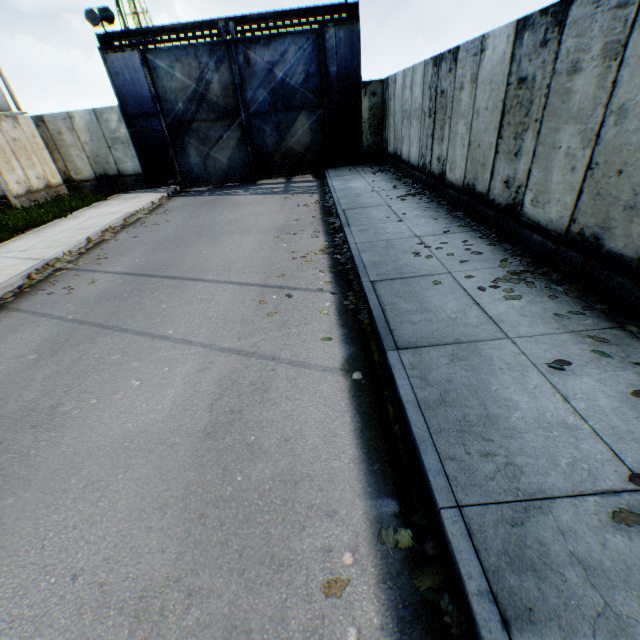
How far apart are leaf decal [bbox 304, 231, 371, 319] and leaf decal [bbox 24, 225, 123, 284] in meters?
5.3

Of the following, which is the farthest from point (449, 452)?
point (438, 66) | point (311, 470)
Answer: point (438, 66)

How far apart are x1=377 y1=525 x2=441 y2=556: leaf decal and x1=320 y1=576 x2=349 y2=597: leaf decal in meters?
0.4 m

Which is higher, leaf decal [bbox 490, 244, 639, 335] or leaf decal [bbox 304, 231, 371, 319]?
leaf decal [bbox 490, 244, 639, 335]

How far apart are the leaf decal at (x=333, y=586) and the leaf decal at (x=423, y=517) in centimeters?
40cm

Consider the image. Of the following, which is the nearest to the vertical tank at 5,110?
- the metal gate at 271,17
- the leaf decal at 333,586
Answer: the metal gate at 271,17

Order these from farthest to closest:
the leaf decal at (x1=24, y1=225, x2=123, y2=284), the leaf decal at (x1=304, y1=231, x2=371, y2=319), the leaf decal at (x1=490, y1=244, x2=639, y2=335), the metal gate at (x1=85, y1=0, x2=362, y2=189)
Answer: the metal gate at (x1=85, y1=0, x2=362, y2=189), the leaf decal at (x1=24, y1=225, x2=123, y2=284), the leaf decal at (x1=304, y1=231, x2=371, y2=319), the leaf decal at (x1=490, y1=244, x2=639, y2=335)
